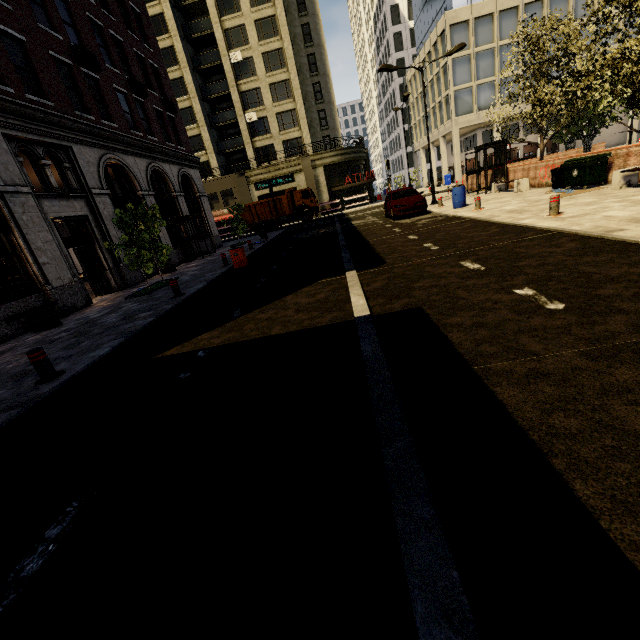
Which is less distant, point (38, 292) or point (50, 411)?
point (50, 411)

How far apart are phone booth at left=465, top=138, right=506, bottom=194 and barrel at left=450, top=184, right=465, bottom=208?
4.4 meters

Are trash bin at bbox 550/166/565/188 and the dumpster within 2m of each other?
yes

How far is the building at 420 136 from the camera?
46.2m

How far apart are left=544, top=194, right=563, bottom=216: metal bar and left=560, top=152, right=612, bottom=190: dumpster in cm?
485

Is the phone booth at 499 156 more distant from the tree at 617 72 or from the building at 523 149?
the building at 523 149

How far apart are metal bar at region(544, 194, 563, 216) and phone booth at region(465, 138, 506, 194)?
11.4 meters

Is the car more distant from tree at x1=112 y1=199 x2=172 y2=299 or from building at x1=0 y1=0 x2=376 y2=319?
building at x1=0 y1=0 x2=376 y2=319
